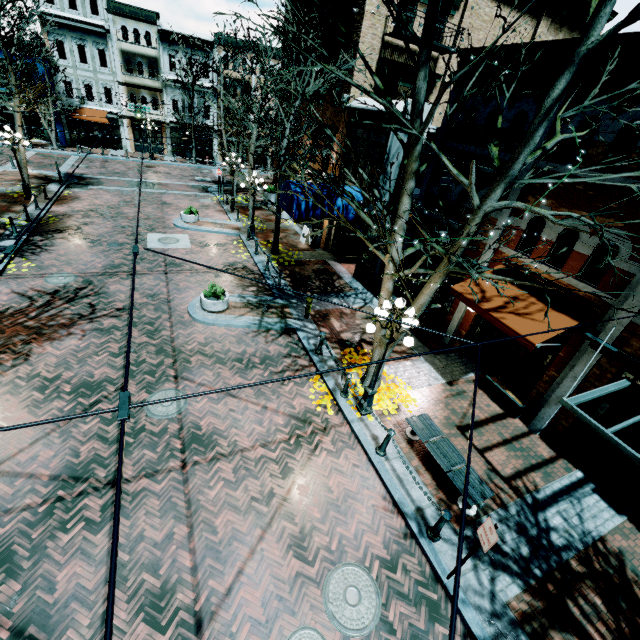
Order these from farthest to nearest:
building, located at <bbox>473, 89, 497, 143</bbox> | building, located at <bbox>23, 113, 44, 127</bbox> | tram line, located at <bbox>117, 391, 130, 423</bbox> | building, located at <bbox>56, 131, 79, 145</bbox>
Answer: building, located at <bbox>56, 131, 79, 145</bbox>
building, located at <bbox>23, 113, 44, 127</bbox>
building, located at <bbox>473, 89, 497, 143</bbox>
tram line, located at <bbox>117, 391, 130, 423</bbox>

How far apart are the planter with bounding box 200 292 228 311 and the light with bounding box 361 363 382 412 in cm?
613

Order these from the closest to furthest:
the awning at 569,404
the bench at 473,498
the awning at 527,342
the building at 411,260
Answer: the awning at 569,404
the bench at 473,498
the awning at 527,342
the building at 411,260

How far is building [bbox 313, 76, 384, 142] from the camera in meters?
14.8 m

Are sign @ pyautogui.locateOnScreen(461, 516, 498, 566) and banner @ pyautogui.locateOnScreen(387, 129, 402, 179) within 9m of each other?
no

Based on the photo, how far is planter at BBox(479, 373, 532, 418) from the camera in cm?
975

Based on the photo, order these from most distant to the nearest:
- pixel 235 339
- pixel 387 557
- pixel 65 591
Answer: pixel 235 339
pixel 387 557
pixel 65 591

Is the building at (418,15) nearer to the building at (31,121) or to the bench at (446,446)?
the bench at (446,446)
